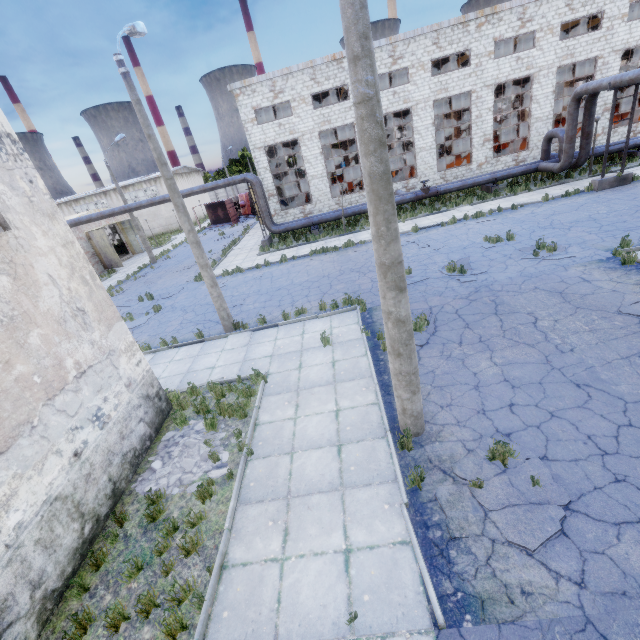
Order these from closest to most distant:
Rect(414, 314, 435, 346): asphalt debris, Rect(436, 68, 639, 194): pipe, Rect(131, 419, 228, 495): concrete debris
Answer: Rect(131, 419, 228, 495): concrete debris, Rect(414, 314, 435, 346): asphalt debris, Rect(436, 68, 639, 194): pipe

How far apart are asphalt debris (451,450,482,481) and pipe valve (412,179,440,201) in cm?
2090

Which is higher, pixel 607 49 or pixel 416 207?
pixel 607 49

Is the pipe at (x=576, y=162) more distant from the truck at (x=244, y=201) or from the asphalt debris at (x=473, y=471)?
the truck at (x=244, y=201)

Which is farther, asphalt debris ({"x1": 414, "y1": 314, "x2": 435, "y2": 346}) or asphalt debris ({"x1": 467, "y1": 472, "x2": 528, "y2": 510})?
asphalt debris ({"x1": 414, "y1": 314, "x2": 435, "y2": 346})

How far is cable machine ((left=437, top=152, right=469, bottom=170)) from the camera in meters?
28.9

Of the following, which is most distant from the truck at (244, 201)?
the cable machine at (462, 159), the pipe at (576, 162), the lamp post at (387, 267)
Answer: the lamp post at (387, 267)

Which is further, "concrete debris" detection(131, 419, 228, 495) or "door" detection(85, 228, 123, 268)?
"door" detection(85, 228, 123, 268)
